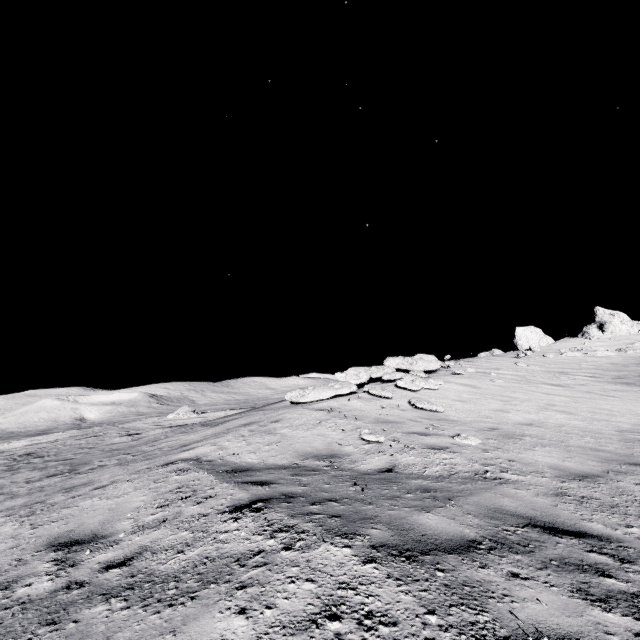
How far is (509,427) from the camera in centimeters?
848cm
